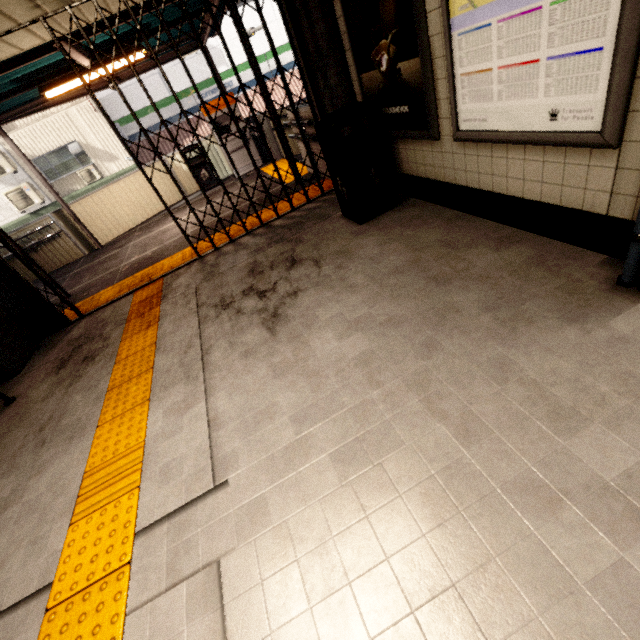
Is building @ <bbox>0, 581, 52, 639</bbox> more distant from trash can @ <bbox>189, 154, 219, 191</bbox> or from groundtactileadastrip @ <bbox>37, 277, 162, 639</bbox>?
trash can @ <bbox>189, 154, 219, 191</bbox>

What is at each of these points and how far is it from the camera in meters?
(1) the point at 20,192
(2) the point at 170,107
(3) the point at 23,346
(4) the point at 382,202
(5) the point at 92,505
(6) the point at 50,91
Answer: (1) air conditioner, 13.7
(2) sign, 15.1
(3) concrete pillar, 4.5
(4) trash can, 3.9
(5) groundtactileadastrip, 2.1
(6) fluorescent light, 5.6

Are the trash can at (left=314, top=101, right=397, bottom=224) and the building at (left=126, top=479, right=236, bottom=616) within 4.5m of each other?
yes

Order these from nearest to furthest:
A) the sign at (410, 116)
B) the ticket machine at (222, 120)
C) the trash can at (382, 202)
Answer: the sign at (410, 116), the trash can at (382, 202), the ticket machine at (222, 120)

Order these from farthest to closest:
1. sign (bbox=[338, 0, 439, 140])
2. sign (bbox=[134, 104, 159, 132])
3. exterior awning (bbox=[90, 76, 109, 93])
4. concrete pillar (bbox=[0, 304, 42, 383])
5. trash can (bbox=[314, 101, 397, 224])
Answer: sign (bbox=[134, 104, 159, 132]), exterior awning (bbox=[90, 76, 109, 93]), concrete pillar (bbox=[0, 304, 42, 383]), trash can (bbox=[314, 101, 397, 224]), sign (bbox=[338, 0, 439, 140])

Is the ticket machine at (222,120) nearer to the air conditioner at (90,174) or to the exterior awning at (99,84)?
the exterior awning at (99,84)

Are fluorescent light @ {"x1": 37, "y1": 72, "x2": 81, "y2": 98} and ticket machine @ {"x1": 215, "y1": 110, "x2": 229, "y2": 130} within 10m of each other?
yes

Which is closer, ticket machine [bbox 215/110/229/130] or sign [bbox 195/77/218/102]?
ticket machine [bbox 215/110/229/130]
